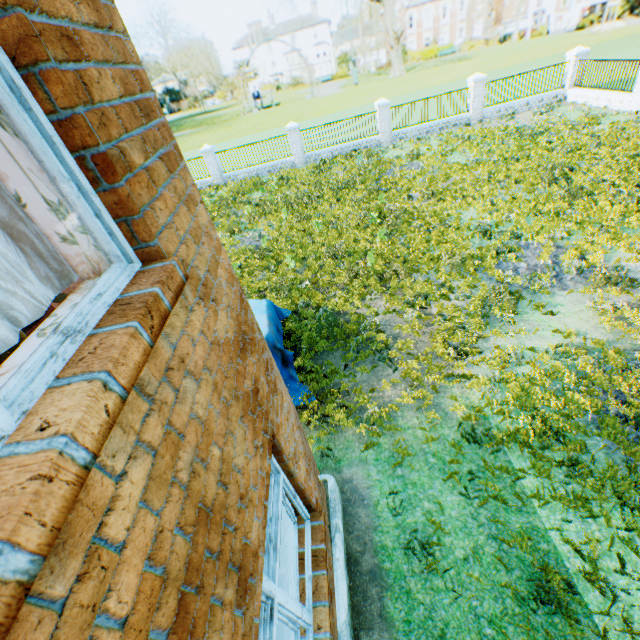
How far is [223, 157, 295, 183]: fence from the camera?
21.0 meters

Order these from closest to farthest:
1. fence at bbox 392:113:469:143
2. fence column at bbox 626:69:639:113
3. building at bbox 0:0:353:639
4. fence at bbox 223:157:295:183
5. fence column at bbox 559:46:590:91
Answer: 1. building at bbox 0:0:353:639
2. fence column at bbox 626:69:639:113
3. fence column at bbox 559:46:590:91
4. fence at bbox 392:113:469:143
5. fence at bbox 223:157:295:183

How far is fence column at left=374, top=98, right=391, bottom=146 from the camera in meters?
19.1 m

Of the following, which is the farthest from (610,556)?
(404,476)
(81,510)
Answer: (81,510)

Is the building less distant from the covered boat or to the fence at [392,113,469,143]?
the covered boat

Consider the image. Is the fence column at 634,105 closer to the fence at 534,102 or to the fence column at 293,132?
the fence at 534,102

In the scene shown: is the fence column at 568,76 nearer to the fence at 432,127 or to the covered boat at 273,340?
the fence at 432,127

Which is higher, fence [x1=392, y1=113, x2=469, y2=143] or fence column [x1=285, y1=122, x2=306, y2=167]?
fence column [x1=285, y1=122, x2=306, y2=167]
